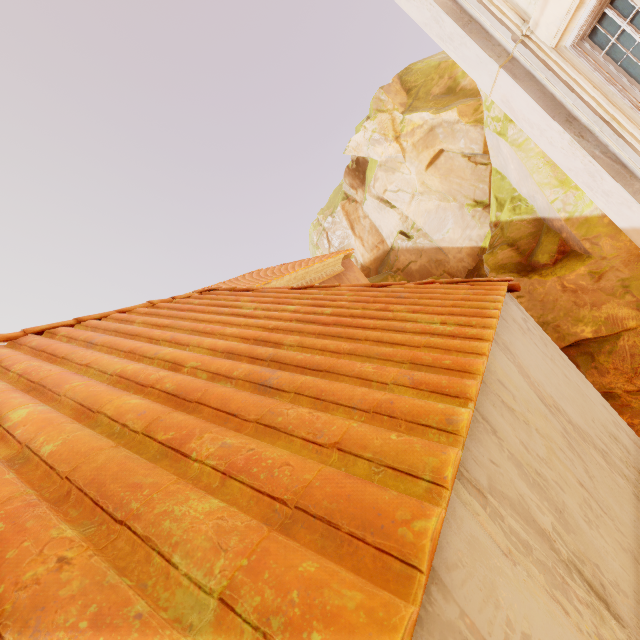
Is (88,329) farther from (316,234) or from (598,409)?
(316,234)
